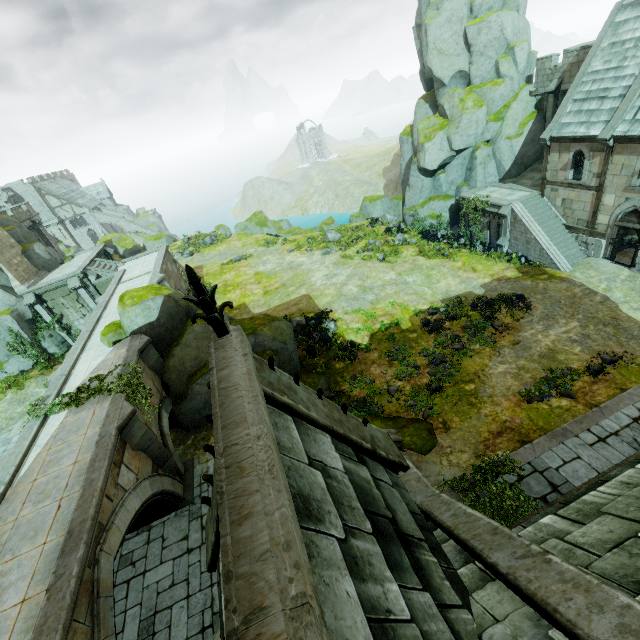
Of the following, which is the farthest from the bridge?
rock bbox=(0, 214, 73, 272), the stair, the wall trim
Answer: the stair

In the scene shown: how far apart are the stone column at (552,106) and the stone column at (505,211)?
7.9m

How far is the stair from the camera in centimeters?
2205cm

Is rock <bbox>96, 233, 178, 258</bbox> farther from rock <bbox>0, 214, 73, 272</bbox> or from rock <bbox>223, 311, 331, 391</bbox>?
rock <bbox>223, 311, 331, 391</bbox>

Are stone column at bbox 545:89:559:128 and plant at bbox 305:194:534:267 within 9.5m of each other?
no

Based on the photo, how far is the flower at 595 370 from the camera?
14.3m

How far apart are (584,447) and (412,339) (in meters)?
9.90

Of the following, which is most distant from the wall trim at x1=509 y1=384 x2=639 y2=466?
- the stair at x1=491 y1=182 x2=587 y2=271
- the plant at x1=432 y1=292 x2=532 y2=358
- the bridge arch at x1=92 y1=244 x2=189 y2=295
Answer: the bridge arch at x1=92 y1=244 x2=189 y2=295
